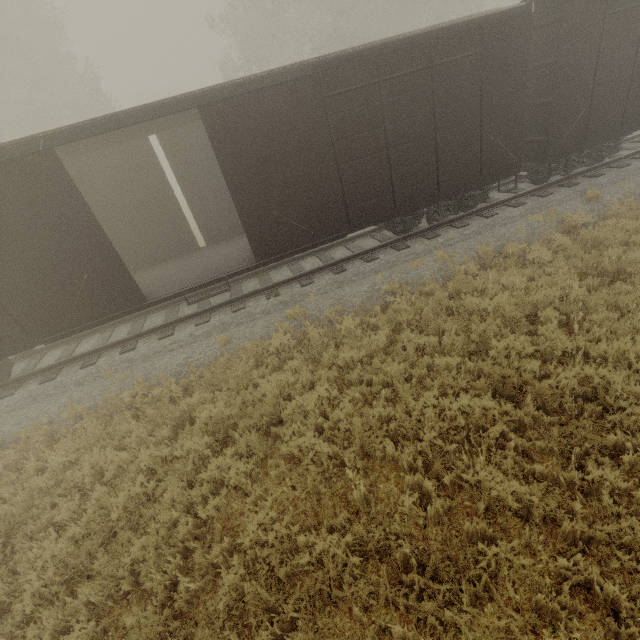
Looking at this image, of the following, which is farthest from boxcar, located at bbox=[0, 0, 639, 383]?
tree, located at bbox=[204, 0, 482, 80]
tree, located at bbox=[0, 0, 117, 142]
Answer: tree, located at bbox=[204, 0, 482, 80]

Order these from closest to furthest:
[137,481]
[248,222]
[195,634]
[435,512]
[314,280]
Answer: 1. [195,634]
2. [435,512]
3. [137,481]
4. [248,222]
5. [314,280]

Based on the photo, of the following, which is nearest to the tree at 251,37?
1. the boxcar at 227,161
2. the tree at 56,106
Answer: the tree at 56,106

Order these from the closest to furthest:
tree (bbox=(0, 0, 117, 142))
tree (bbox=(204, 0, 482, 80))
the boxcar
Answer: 1. the boxcar
2. tree (bbox=(0, 0, 117, 142))
3. tree (bbox=(204, 0, 482, 80))

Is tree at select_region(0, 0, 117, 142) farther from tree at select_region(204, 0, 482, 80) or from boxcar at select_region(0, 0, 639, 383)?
boxcar at select_region(0, 0, 639, 383)
